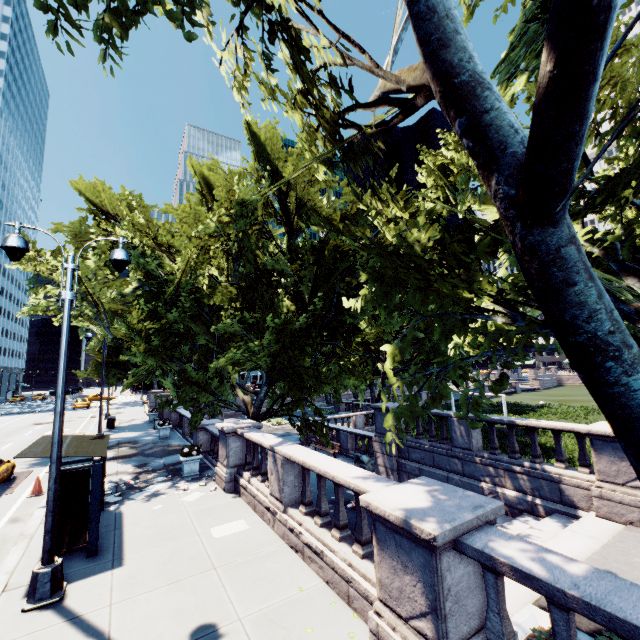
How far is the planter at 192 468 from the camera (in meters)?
12.92

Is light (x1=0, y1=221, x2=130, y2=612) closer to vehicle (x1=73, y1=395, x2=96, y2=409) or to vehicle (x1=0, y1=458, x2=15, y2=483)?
vehicle (x1=0, y1=458, x2=15, y2=483)

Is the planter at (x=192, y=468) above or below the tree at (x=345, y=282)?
below

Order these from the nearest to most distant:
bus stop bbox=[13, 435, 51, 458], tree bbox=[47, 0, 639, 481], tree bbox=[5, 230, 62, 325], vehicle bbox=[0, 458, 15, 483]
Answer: tree bbox=[47, 0, 639, 481], bus stop bbox=[13, 435, 51, 458], vehicle bbox=[0, 458, 15, 483], tree bbox=[5, 230, 62, 325]

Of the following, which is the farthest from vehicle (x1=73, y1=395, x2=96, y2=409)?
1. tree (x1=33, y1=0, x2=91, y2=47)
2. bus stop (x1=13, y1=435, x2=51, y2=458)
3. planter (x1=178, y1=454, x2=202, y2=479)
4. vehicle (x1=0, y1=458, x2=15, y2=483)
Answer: bus stop (x1=13, y1=435, x2=51, y2=458)

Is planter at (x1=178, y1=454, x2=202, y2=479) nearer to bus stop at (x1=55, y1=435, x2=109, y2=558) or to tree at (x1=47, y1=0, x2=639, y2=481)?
tree at (x1=47, y1=0, x2=639, y2=481)

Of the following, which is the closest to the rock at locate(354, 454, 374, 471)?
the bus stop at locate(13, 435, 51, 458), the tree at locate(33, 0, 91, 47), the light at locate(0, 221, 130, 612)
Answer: the tree at locate(33, 0, 91, 47)

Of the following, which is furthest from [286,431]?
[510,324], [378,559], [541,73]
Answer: [541,73]
